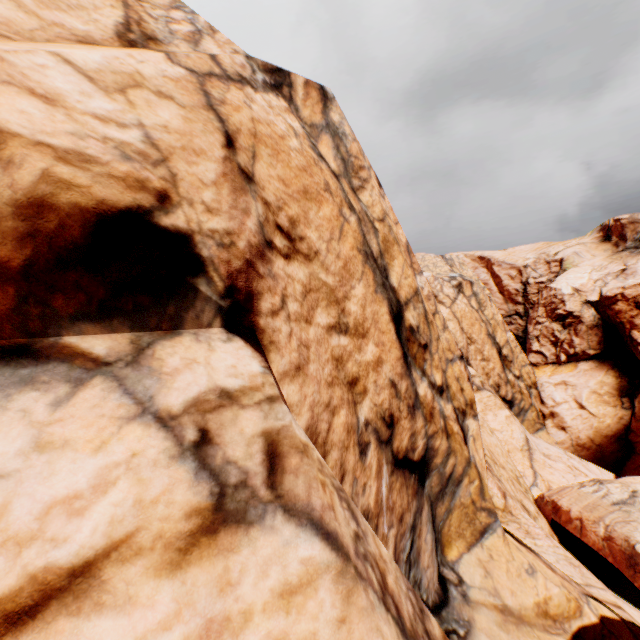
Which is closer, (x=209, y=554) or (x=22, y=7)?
(x=209, y=554)
